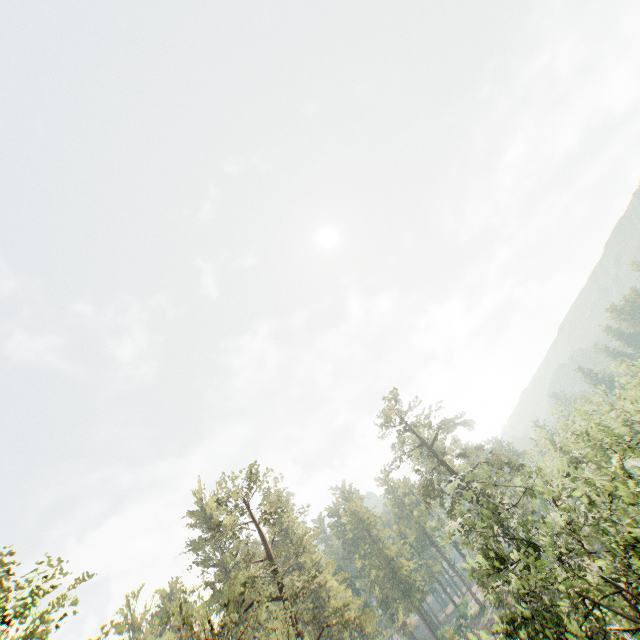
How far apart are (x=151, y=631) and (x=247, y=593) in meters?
55.6

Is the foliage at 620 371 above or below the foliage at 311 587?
below

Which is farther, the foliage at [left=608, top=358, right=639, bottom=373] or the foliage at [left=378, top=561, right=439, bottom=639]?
the foliage at [left=378, top=561, right=439, bottom=639]

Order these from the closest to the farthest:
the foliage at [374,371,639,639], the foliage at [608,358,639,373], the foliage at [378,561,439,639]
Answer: the foliage at [374,371,639,639]
the foliage at [608,358,639,373]
the foliage at [378,561,439,639]

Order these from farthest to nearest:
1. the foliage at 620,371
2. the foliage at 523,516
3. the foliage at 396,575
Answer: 1. the foliage at 396,575
2. the foliage at 620,371
3. the foliage at 523,516

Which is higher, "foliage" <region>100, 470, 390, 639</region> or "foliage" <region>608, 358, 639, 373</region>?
"foliage" <region>100, 470, 390, 639</region>
